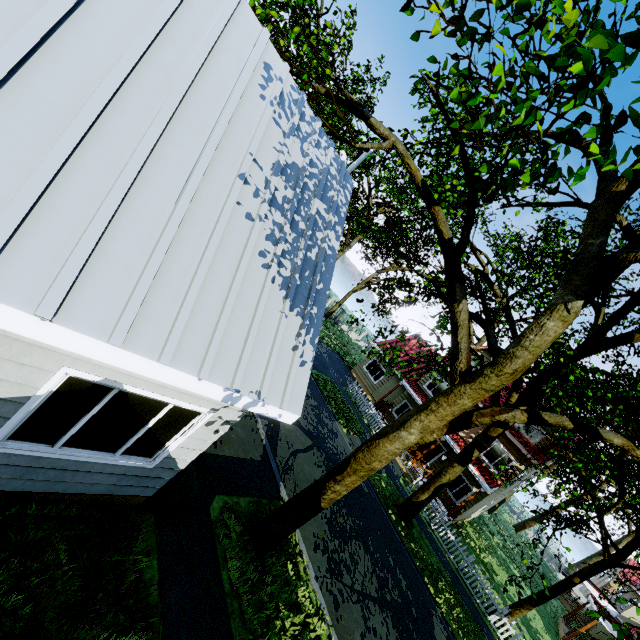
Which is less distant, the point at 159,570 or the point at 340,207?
the point at 159,570

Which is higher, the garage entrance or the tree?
the tree

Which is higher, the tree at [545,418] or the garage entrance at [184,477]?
the tree at [545,418]

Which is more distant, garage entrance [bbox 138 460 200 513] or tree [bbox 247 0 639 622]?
garage entrance [bbox 138 460 200 513]

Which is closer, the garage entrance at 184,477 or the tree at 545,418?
the tree at 545,418

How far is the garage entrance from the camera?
5.54m
